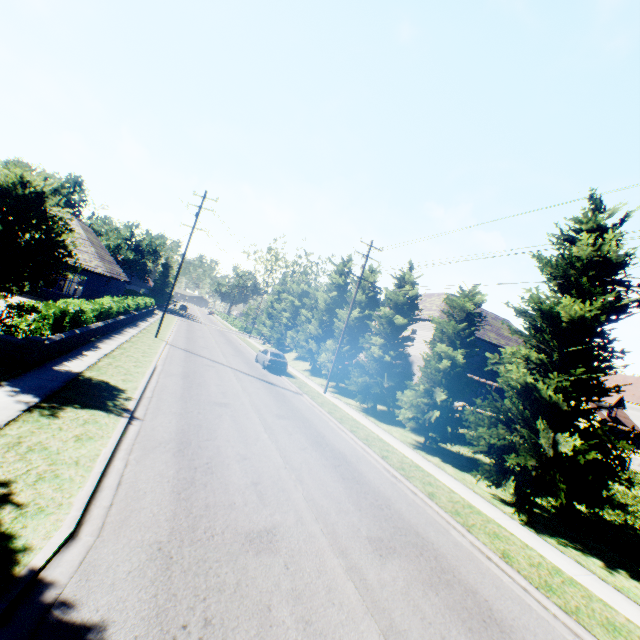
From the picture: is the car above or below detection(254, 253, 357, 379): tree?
below

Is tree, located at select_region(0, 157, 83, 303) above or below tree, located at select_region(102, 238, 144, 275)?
below

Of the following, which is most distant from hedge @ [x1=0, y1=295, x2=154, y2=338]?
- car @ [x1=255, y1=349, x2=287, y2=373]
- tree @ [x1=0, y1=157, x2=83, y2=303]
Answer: car @ [x1=255, y1=349, x2=287, y2=373]

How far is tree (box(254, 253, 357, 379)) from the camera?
27.75m

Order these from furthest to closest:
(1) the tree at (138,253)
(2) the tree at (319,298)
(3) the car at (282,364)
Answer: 1. (1) the tree at (138,253)
2. (2) the tree at (319,298)
3. (3) the car at (282,364)

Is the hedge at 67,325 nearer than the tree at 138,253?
Yes

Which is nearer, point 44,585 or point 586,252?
point 44,585

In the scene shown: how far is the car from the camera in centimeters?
2585cm
